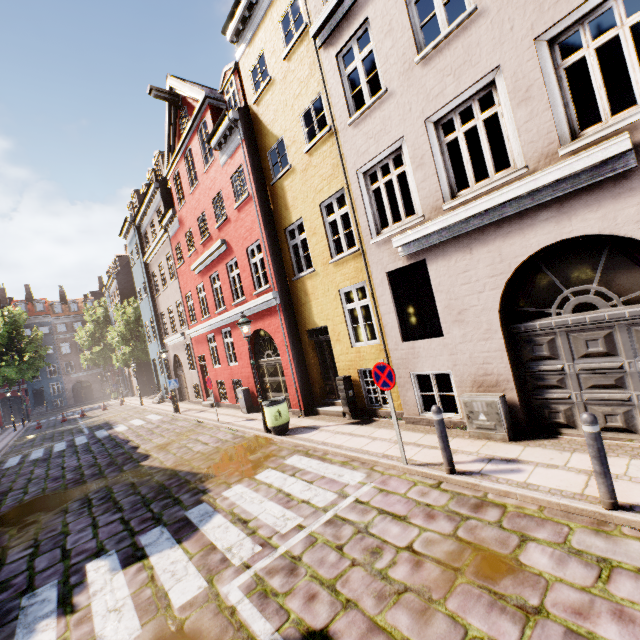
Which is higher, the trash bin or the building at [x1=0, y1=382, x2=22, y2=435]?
the building at [x1=0, y1=382, x2=22, y2=435]

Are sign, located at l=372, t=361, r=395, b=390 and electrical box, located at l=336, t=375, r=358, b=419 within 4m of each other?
yes

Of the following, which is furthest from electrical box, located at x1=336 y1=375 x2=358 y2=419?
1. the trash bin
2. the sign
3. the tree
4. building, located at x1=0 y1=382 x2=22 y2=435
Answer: the tree

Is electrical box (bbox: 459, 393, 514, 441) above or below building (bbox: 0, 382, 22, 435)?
below

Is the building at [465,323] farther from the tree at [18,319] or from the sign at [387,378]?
the tree at [18,319]

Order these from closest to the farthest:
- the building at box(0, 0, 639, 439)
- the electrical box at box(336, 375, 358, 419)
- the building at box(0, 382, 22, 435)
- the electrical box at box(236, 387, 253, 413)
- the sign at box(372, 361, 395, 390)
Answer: the building at box(0, 0, 639, 439) → the sign at box(372, 361, 395, 390) → the electrical box at box(336, 375, 358, 419) → the electrical box at box(236, 387, 253, 413) → the building at box(0, 382, 22, 435)

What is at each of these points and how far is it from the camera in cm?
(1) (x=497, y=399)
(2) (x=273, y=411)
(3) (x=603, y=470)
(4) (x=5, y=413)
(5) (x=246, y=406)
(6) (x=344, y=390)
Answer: (1) electrical box, 595
(2) trash bin, 946
(3) bollard, 369
(4) building, 4359
(5) electrical box, 1359
(6) electrical box, 939

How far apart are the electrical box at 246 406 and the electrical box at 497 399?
9.44m
